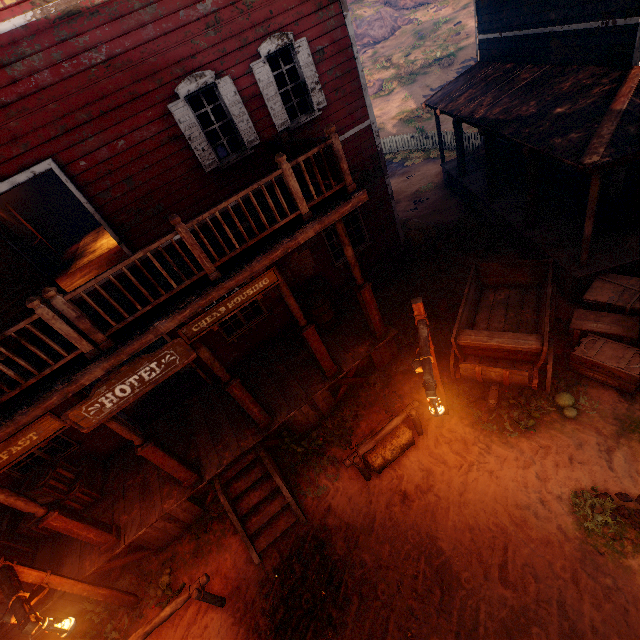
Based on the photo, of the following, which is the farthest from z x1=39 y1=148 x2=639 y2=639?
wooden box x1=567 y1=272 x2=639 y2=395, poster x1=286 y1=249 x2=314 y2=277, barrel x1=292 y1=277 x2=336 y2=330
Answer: poster x1=286 y1=249 x2=314 y2=277

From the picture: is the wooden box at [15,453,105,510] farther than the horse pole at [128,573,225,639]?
Yes

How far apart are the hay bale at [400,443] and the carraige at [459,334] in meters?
1.4 m

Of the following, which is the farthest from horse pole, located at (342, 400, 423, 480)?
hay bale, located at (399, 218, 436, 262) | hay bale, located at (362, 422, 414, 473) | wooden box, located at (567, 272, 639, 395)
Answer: hay bale, located at (399, 218, 436, 262)

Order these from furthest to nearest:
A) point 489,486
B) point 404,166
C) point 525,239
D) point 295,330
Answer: point 404,166, point 295,330, point 525,239, point 489,486

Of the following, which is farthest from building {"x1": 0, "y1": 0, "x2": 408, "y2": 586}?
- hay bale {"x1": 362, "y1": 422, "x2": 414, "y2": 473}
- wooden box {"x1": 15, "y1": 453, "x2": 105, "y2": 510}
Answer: hay bale {"x1": 362, "y1": 422, "x2": 414, "y2": 473}

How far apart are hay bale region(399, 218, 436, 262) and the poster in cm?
390

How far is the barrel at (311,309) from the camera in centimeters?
888cm
